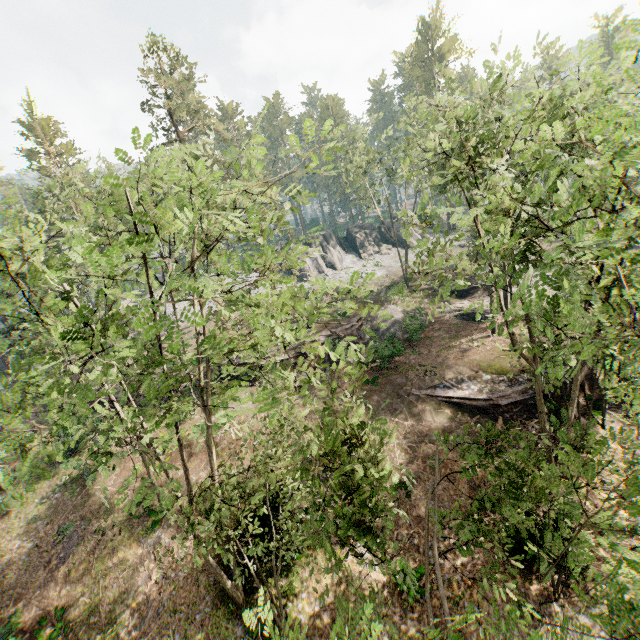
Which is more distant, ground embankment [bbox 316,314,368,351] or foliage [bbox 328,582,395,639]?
ground embankment [bbox 316,314,368,351]

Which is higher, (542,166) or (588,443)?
(542,166)

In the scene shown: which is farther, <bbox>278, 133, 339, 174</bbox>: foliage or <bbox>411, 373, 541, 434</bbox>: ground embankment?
<bbox>411, 373, 541, 434</bbox>: ground embankment

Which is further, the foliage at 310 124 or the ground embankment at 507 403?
the ground embankment at 507 403

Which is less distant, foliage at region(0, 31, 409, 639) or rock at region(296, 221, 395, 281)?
foliage at region(0, 31, 409, 639)

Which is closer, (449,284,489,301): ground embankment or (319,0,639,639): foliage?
(319,0,639,639): foliage

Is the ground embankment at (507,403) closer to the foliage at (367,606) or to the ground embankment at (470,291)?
the foliage at (367,606)

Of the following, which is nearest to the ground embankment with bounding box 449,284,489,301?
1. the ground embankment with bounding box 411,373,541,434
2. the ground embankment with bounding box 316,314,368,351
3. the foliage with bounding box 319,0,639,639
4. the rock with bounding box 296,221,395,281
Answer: the foliage with bounding box 319,0,639,639
